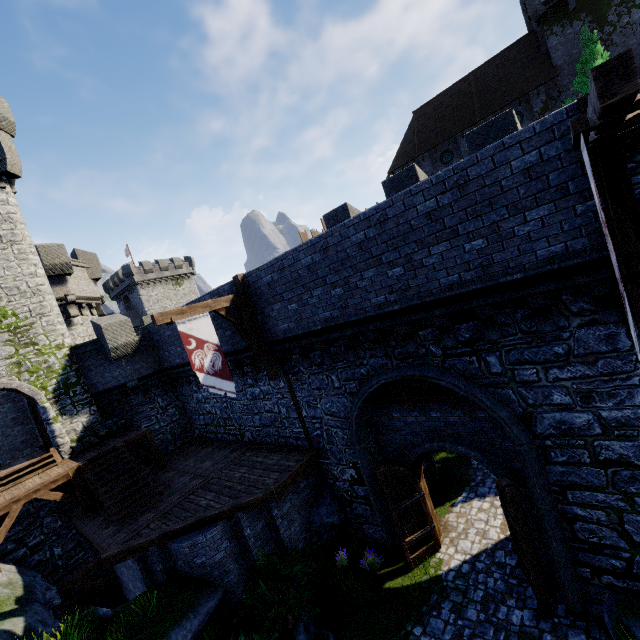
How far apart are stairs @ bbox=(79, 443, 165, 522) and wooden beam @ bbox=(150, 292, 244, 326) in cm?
733

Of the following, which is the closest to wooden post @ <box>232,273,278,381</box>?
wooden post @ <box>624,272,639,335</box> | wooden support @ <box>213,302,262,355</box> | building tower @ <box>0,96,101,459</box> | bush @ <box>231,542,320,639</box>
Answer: wooden support @ <box>213,302,262,355</box>

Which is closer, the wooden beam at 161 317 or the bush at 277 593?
the bush at 277 593

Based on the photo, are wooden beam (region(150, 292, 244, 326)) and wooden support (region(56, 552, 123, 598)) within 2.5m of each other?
no

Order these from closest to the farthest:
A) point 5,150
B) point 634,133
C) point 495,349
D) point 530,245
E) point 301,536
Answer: point 634,133 → point 530,245 → point 495,349 → point 301,536 → point 5,150

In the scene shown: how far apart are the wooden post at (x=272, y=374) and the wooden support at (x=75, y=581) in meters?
9.8

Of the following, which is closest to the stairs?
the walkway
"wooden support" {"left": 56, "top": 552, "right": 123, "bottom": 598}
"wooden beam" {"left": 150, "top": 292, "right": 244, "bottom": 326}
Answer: "wooden support" {"left": 56, "top": 552, "right": 123, "bottom": 598}

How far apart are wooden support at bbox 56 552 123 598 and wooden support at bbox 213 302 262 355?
10.06m
